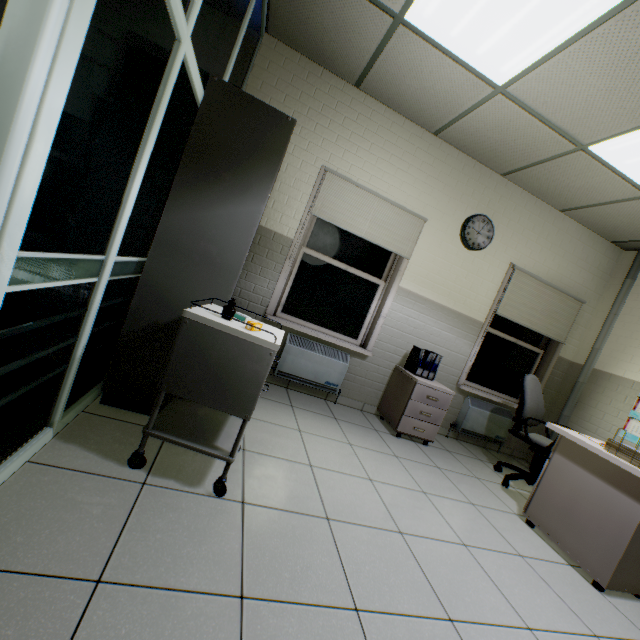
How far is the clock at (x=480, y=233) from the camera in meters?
3.8

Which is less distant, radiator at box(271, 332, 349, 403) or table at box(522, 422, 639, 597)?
table at box(522, 422, 639, 597)

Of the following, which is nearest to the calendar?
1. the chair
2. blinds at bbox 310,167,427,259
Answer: the chair

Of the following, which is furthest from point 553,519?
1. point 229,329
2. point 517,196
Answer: point 517,196

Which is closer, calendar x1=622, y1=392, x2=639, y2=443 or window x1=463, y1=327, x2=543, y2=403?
calendar x1=622, y1=392, x2=639, y2=443

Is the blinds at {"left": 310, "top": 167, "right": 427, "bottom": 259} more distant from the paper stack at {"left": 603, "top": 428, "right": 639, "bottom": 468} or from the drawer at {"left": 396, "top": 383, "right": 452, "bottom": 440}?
the paper stack at {"left": 603, "top": 428, "right": 639, "bottom": 468}

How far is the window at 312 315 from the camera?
3.69m

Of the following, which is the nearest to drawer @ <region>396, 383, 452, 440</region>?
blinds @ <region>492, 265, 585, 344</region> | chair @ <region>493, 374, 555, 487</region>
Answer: chair @ <region>493, 374, 555, 487</region>
